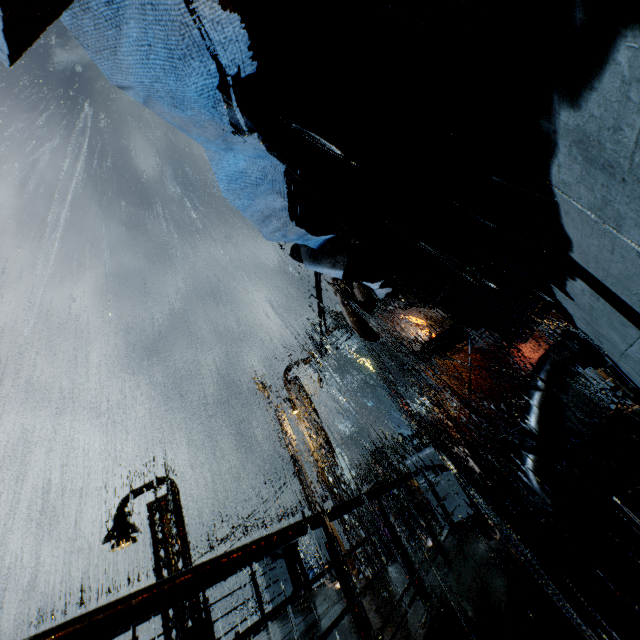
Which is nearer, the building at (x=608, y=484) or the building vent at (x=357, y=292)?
the building vent at (x=357, y=292)

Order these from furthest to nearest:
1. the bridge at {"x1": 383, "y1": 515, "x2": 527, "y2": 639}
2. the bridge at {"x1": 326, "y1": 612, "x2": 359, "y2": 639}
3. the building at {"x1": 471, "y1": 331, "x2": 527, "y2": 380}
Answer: the building at {"x1": 471, "y1": 331, "x2": 527, "y2": 380}
the bridge at {"x1": 326, "y1": 612, "x2": 359, "y2": 639}
the bridge at {"x1": 383, "y1": 515, "x2": 527, "y2": 639}

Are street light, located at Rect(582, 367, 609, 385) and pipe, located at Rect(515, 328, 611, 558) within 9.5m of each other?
no

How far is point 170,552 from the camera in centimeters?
1096cm

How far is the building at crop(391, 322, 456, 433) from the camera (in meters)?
55.19

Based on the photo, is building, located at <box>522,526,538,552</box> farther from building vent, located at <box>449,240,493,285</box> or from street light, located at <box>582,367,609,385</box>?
street light, located at <box>582,367,609,385</box>

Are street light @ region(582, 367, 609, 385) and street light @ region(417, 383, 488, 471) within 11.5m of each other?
yes

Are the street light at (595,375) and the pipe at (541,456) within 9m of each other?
no
